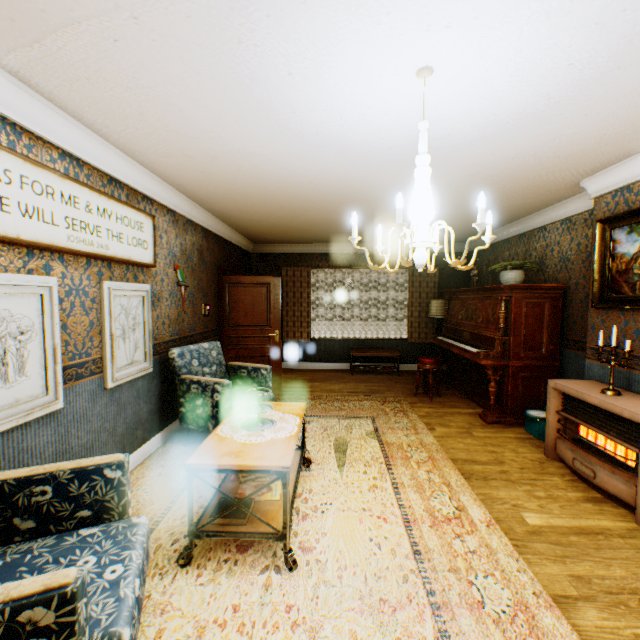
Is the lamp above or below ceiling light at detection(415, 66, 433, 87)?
below

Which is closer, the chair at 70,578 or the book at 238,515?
the chair at 70,578

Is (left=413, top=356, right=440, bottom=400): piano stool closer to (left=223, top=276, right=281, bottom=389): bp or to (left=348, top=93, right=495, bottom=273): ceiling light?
(left=223, top=276, right=281, bottom=389): bp

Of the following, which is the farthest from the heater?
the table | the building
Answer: the table

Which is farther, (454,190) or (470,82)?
(454,190)

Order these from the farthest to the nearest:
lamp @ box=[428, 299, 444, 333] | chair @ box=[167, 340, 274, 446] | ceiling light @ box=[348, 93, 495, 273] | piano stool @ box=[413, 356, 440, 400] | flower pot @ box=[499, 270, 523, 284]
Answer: lamp @ box=[428, 299, 444, 333], piano stool @ box=[413, 356, 440, 400], flower pot @ box=[499, 270, 523, 284], chair @ box=[167, 340, 274, 446], ceiling light @ box=[348, 93, 495, 273]

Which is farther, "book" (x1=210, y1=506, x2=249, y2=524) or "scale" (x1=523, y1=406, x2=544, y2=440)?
"scale" (x1=523, y1=406, x2=544, y2=440)

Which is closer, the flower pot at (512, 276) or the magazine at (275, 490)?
the magazine at (275, 490)
